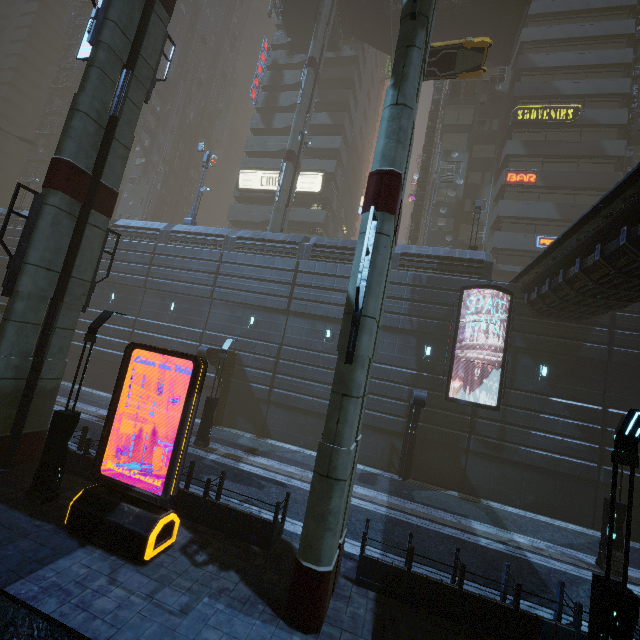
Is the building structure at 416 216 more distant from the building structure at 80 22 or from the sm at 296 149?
the building structure at 80 22

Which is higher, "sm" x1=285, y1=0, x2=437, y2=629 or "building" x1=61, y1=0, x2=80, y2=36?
"building" x1=61, y1=0, x2=80, y2=36

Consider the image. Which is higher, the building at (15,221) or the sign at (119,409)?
the building at (15,221)

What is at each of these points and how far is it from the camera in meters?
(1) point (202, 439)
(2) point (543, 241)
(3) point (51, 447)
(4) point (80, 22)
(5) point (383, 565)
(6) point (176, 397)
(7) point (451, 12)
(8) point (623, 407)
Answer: (1) street light, 16.1 m
(2) sign, 27.1 m
(3) street light, 9.1 m
(4) building structure, 51.6 m
(5) building, 8.1 m
(6) building, 22.5 m
(7) bridge, 28.8 m
(8) building, 16.2 m

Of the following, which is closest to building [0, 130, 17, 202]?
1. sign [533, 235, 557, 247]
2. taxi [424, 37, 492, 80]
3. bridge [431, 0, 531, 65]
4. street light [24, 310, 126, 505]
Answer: sign [533, 235, 557, 247]

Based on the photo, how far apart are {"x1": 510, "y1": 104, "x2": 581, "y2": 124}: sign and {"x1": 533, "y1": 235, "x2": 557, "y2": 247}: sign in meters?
10.4

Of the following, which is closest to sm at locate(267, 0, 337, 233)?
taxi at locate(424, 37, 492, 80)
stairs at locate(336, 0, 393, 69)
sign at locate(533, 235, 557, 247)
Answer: stairs at locate(336, 0, 393, 69)

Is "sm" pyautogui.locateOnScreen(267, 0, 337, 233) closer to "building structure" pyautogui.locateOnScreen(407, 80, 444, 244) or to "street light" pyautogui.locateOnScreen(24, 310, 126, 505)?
"building structure" pyautogui.locateOnScreen(407, 80, 444, 244)
